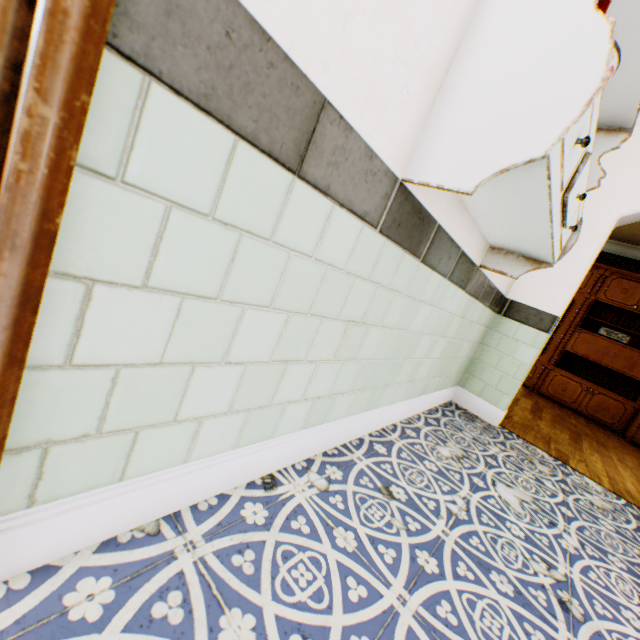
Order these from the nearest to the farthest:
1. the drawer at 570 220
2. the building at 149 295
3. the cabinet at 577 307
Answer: the building at 149 295
the drawer at 570 220
the cabinet at 577 307

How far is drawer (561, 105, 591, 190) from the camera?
0.9m

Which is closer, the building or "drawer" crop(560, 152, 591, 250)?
the building

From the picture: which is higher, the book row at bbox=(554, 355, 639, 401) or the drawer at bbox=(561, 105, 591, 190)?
the drawer at bbox=(561, 105, 591, 190)

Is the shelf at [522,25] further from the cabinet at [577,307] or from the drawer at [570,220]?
the cabinet at [577,307]

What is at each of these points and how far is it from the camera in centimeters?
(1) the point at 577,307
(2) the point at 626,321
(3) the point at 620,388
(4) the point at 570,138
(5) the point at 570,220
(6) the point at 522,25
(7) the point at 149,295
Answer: (1) cabinet, 588cm
(2) book row, 552cm
(3) book row, 555cm
(4) drawer, 88cm
(5) drawer, 150cm
(6) shelf, 84cm
(7) building, 60cm

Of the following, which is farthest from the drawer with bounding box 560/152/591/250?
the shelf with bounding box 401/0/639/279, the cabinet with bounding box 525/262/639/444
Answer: the cabinet with bounding box 525/262/639/444
